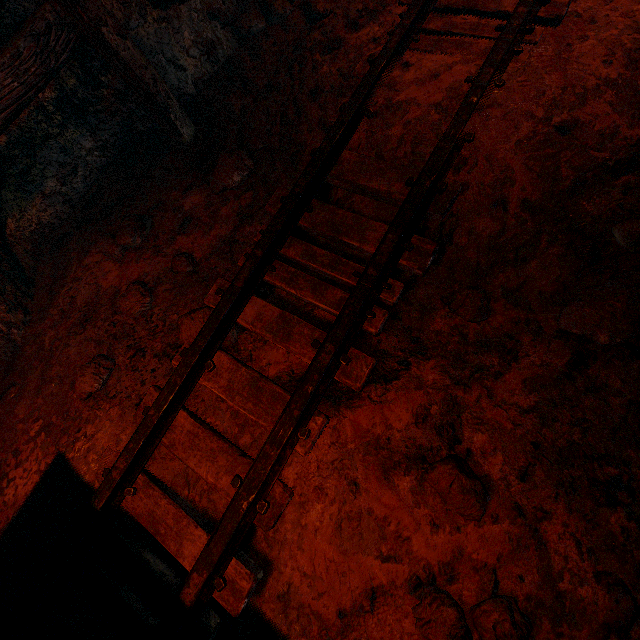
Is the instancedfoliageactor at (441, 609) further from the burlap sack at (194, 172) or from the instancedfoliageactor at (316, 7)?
the instancedfoliageactor at (316, 7)

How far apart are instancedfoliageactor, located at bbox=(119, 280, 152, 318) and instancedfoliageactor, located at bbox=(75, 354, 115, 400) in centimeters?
33cm

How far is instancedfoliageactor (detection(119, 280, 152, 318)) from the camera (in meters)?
2.30

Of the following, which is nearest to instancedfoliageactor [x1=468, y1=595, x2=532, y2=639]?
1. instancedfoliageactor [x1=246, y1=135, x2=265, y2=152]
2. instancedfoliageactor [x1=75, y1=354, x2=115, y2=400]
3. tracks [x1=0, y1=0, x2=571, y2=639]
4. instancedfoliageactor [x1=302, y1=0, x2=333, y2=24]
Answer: tracks [x1=0, y1=0, x2=571, y2=639]

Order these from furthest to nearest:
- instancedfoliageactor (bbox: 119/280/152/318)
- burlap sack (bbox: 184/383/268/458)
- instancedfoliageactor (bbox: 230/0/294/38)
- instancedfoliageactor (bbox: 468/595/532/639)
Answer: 1. instancedfoliageactor (bbox: 230/0/294/38)
2. instancedfoliageactor (bbox: 119/280/152/318)
3. burlap sack (bbox: 184/383/268/458)
4. instancedfoliageactor (bbox: 468/595/532/639)

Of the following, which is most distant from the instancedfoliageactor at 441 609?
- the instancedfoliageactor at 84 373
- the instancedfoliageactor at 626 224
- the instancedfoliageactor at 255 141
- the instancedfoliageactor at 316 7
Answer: the instancedfoliageactor at 316 7

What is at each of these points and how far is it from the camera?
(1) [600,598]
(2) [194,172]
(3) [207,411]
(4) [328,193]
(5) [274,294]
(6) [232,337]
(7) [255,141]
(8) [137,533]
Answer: (1) burlap sack, 1.3m
(2) burlap sack, 2.8m
(3) burlap sack, 1.9m
(4) burlap sack, 2.3m
(5) burlap sack, 2.2m
(6) instancedfoliageactor, 2.1m
(7) instancedfoliageactor, 2.7m
(8) burlap sack, 1.8m

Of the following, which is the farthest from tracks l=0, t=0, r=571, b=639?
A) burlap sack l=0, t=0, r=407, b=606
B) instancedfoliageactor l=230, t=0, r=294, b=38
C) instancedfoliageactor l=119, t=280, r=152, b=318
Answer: instancedfoliageactor l=230, t=0, r=294, b=38
